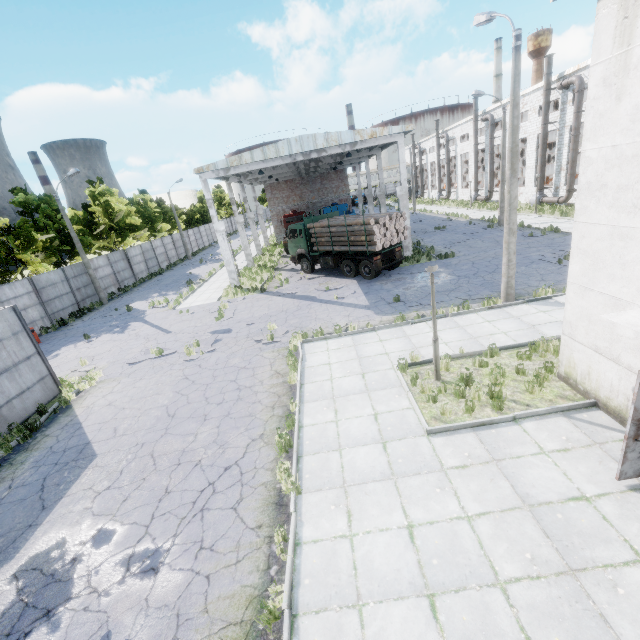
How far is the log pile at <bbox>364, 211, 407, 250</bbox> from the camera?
17.88m

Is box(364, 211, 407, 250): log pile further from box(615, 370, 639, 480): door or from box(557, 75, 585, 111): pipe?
box(557, 75, 585, 111): pipe

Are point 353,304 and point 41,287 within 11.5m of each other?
no

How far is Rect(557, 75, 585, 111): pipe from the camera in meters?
26.0

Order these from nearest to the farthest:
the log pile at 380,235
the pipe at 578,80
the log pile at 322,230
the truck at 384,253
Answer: the log pile at 380,235 < the truck at 384,253 < the log pile at 322,230 < the pipe at 578,80

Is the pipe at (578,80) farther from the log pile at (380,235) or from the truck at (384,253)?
the log pile at (380,235)
